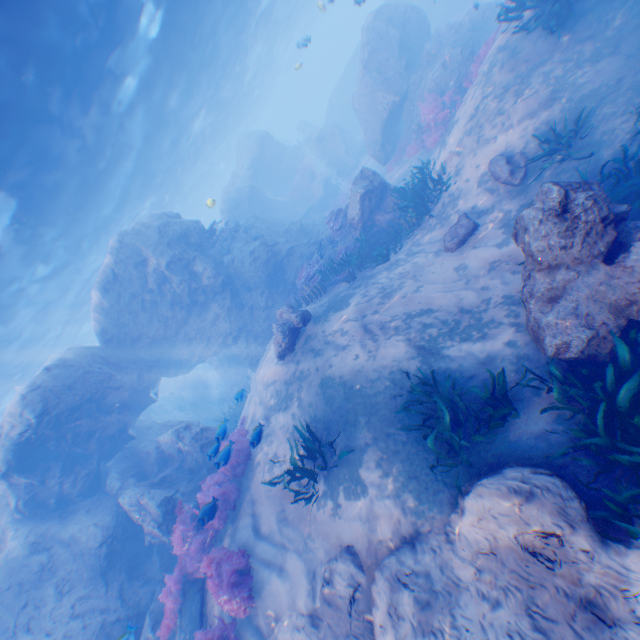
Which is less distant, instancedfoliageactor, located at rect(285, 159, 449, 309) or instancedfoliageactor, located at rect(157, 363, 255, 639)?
instancedfoliageactor, located at rect(157, 363, 255, 639)

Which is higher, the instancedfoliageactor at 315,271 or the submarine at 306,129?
the submarine at 306,129

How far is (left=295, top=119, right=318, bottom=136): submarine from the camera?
43.3m

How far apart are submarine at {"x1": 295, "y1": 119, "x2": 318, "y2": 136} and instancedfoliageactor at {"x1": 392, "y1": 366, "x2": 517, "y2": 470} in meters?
45.7 m

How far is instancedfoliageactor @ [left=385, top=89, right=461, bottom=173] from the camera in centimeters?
1452cm

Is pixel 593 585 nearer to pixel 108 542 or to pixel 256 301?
pixel 108 542

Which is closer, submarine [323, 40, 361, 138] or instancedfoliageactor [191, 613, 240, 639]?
instancedfoliageactor [191, 613, 240, 639]

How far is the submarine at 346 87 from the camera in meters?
33.9
